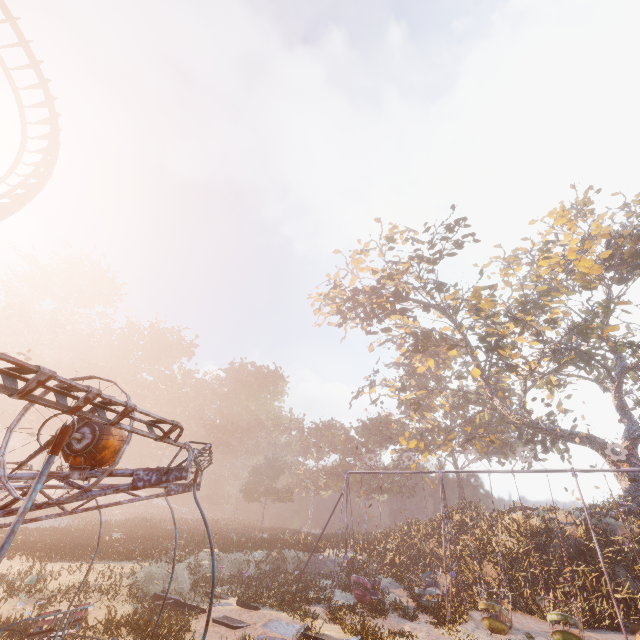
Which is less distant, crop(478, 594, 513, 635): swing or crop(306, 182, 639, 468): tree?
crop(478, 594, 513, 635): swing

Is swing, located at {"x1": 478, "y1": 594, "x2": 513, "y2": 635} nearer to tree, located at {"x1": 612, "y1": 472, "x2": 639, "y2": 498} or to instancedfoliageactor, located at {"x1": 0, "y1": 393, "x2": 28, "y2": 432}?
tree, located at {"x1": 612, "y1": 472, "x2": 639, "y2": 498}

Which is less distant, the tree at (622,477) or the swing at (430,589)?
the swing at (430,589)

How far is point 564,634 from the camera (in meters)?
11.43

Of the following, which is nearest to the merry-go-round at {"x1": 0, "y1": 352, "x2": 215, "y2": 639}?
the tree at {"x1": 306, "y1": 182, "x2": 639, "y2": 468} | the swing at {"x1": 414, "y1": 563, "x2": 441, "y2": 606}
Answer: the swing at {"x1": 414, "y1": 563, "x2": 441, "y2": 606}

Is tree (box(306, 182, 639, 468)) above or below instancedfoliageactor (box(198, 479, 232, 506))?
above

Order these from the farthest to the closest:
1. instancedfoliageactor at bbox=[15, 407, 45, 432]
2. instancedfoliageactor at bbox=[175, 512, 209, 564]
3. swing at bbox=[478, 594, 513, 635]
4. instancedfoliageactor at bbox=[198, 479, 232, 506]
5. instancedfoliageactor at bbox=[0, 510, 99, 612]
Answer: instancedfoliageactor at bbox=[198, 479, 232, 506]
instancedfoliageactor at bbox=[15, 407, 45, 432]
instancedfoliageactor at bbox=[175, 512, 209, 564]
swing at bbox=[478, 594, 513, 635]
instancedfoliageactor at bbox=[0, 510, 99, 612]

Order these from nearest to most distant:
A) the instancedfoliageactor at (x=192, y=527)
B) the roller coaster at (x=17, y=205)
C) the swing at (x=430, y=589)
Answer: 1. the roller coaster at (x=17, y=205)
2. the swing at (x=430, y=589)
3. the instancedfoliageactor at (x=192, y=527)
